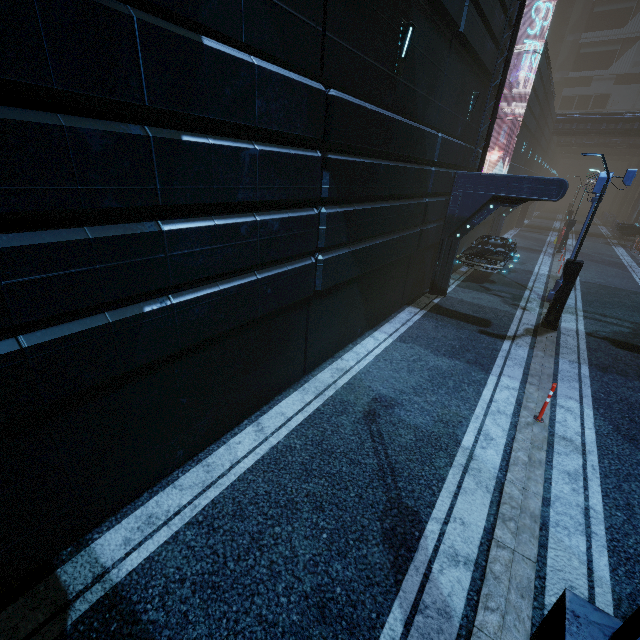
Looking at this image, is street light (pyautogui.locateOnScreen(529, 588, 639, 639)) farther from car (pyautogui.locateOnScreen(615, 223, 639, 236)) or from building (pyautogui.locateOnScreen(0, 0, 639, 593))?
car (pyautogui.locateOnScreen(615, 223, 639, 236))

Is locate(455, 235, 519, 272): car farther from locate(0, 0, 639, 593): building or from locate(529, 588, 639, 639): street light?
locate(529, 588, 639, 639): street light

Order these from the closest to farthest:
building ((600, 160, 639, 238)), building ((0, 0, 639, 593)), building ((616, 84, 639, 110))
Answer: building ((0, 0, 639, 593)) → building ((600, 160, 639, 238)) → building ((616, 84, 639, 110))

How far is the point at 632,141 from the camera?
44.06m

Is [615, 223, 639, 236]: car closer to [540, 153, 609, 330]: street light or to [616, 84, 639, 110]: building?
[616, 84, 639, 110]: building

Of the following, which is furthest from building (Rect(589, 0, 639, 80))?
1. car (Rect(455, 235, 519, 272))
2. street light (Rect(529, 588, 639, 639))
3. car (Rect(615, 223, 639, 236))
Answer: street light (Rect(529, 588, 639, 639))

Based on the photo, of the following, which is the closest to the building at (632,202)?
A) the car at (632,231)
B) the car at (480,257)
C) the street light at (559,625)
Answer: the car at (480,257)

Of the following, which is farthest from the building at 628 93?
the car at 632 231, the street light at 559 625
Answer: the street light at 559 625
